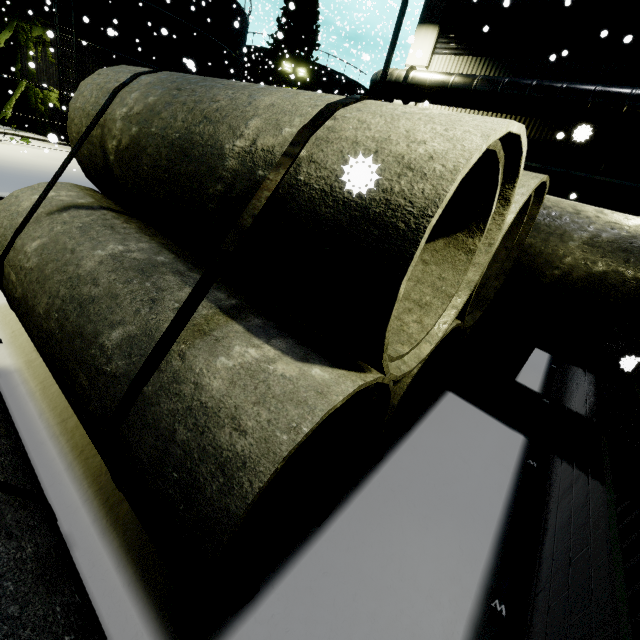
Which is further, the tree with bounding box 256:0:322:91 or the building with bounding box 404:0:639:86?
the tree with bounding box 256:0:322:91

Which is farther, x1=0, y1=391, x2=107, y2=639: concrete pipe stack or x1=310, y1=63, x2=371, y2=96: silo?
x1=310, y1=63, x2=371, y2=96: silo

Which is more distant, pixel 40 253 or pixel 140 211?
pixel 140 211

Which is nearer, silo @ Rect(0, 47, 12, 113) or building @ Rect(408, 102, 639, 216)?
A: building @ Rect(408, 102, 639, 216)

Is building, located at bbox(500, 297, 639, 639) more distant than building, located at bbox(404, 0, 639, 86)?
No

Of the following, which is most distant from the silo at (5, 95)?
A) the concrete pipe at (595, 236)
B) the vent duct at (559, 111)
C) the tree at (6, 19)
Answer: the concrete pipe at (595, 236)

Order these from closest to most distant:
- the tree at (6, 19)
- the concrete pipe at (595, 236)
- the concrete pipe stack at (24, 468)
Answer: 1. the concrete pipe stack at (24, 468)
2. the concrete pipe at (595, 236)
3. the tree at (6, 19)

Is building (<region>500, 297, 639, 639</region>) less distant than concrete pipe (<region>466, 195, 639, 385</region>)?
Yes
